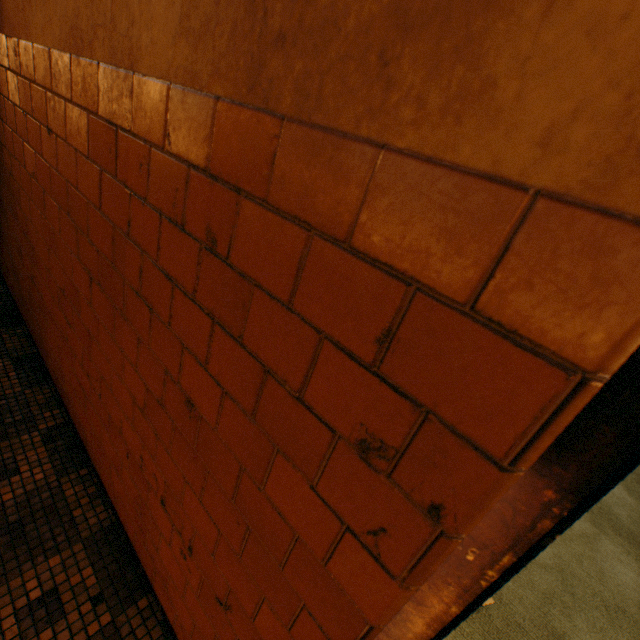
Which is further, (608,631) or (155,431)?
(608,631)
